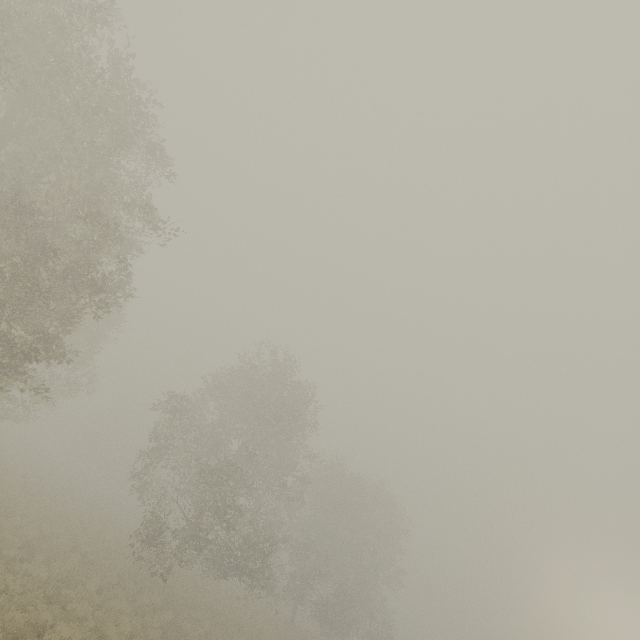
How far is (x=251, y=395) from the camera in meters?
28.2 m
